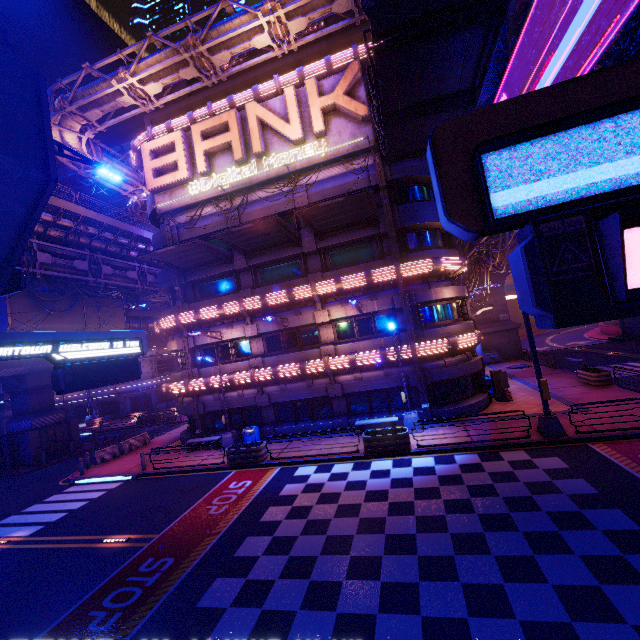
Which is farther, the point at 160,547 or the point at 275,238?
the point at 275,238

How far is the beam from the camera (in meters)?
21.98

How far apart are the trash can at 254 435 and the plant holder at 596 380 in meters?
21.1 m

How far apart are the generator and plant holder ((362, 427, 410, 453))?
24.0 meters

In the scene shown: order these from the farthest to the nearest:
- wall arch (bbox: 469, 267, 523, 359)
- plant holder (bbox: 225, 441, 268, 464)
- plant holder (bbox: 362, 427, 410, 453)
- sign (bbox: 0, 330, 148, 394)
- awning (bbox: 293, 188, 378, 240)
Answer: wall arch (bbox: 469, 267, 523, 359), plant holder (bbox: 225, 441, 268, 464), awning (bbox: 293, 188, 378, 240), plant holder (bbox: 362, 427, 410, 453), sign (bbox: 0, 330, 148, 394)

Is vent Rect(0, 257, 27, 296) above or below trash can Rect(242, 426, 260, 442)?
above

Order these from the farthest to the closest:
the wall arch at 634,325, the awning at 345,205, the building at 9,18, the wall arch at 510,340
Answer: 1. the building at 9,18
2. the wall arch at 510,340
3. the wall arch at 634,325
4. the awning at 345,205

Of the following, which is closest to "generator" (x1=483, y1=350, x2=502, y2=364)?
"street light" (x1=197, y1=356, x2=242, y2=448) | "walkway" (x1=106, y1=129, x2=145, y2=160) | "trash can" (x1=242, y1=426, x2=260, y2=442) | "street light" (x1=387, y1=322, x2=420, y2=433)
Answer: "street light" (x1=387, y1=322, x2=420, y2=433)
